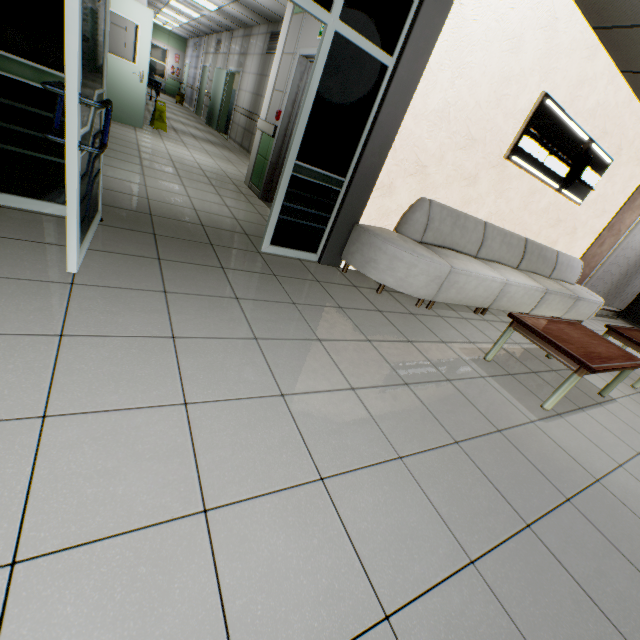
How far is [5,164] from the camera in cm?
225

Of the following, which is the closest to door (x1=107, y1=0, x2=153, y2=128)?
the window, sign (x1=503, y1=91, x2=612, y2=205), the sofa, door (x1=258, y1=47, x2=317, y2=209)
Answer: door (x1=258, y1=47, x2=317, y2=209)

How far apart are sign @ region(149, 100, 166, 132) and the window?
17.15m

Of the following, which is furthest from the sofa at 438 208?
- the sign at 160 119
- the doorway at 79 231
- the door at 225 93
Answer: the door at 225 93

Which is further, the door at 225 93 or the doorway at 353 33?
the door at 225 93

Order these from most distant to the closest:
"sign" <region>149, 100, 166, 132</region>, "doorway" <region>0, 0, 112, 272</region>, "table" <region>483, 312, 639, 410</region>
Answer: "sign" <region>149, 100, 166, 132</region>, "table" <region>483, 312, 639, 410</region>, "doorway" <region>0, 0, 112, 272</region>

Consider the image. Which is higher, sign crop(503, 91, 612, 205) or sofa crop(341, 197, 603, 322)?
sign crop(503, 91, 612, 205)

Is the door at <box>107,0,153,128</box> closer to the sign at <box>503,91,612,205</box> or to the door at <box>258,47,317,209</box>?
the door at <box>258,47,317,209</box>
